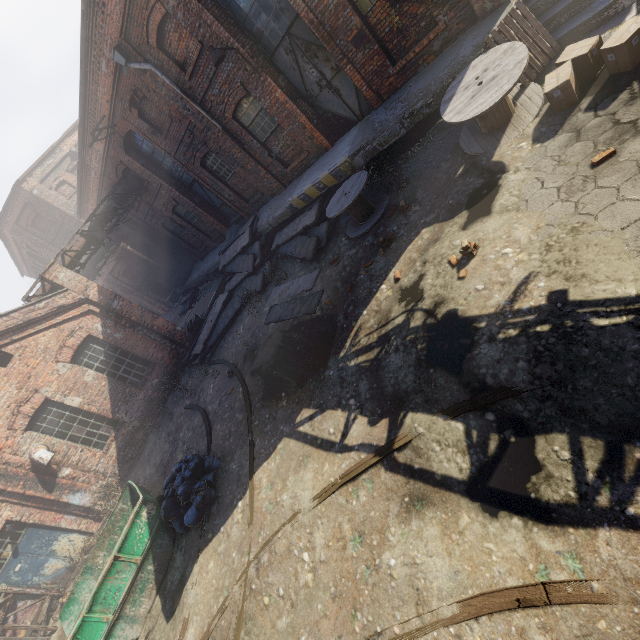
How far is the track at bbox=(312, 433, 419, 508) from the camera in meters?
4.6 m

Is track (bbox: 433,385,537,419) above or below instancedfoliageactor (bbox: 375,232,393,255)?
below

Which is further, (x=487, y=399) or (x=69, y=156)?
(x=69, y=156)

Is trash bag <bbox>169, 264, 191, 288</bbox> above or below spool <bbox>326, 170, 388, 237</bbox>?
above

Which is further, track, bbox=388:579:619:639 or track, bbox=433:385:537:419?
track, bbox=433:385:537:419

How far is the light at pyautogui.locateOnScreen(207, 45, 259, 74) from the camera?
8.4 meters

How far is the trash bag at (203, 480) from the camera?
7.4m

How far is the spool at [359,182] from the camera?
8.38m
